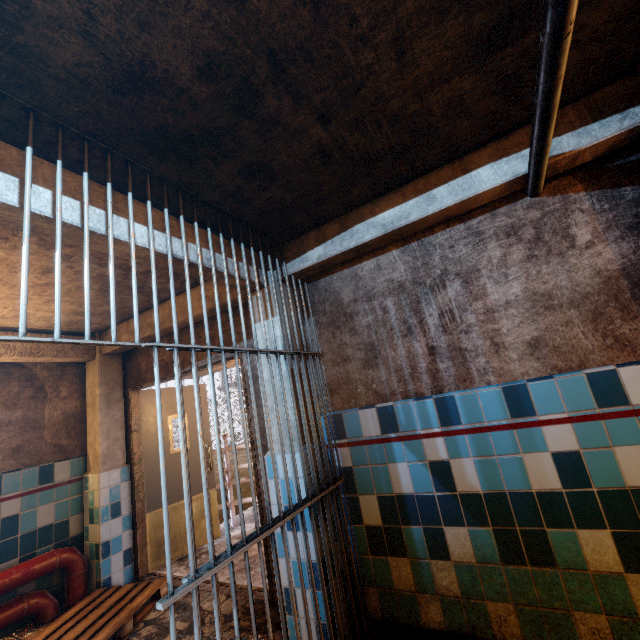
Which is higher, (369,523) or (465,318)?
(465,318)

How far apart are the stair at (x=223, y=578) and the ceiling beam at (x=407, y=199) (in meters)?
2.72

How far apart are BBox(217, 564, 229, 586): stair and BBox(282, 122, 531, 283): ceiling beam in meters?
2.7 m

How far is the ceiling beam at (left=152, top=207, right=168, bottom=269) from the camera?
1.9 meters

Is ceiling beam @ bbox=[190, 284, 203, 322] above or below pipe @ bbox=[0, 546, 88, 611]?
above

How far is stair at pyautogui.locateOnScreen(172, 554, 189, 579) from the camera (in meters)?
3.66

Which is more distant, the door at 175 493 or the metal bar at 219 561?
the door at 175 493
